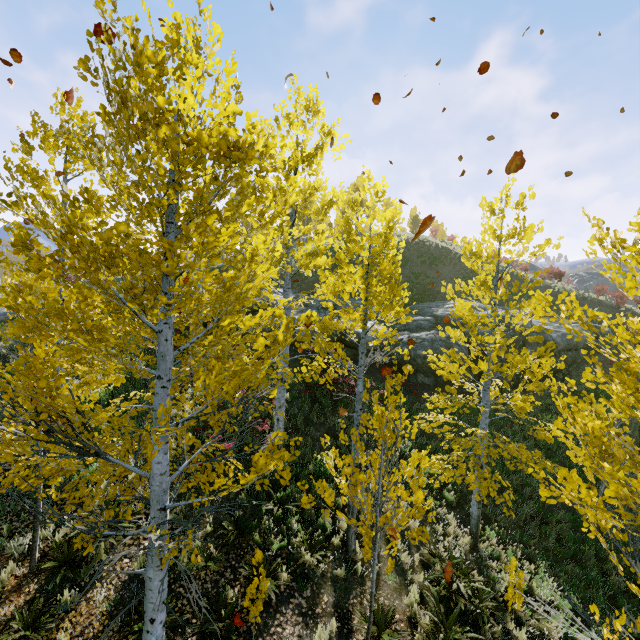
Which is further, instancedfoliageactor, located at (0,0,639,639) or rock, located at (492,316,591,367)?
rock, located at (492,316,591,367)

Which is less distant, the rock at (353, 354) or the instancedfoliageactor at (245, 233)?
the instancedfoliageactor at (245, 233)

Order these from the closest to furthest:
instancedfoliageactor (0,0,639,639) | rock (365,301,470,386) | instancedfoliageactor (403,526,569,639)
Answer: instancedfoliageactor (0,0,639,639) < instancedfoliageactor (403,526,569,639) < rock (365,301,470,386)

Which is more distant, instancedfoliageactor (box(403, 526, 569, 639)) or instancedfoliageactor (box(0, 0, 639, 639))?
instancedfoliageactor (box(403, 526, 569, 639))

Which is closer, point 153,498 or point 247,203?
point 247,203

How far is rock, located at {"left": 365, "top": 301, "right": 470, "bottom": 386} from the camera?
16.50m

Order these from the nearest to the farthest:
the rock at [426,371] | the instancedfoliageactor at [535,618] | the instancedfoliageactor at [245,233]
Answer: the instancedfoliageactor at [245,233]
the instancedfoliageactor at [535,618]
the rock at [426,371]
